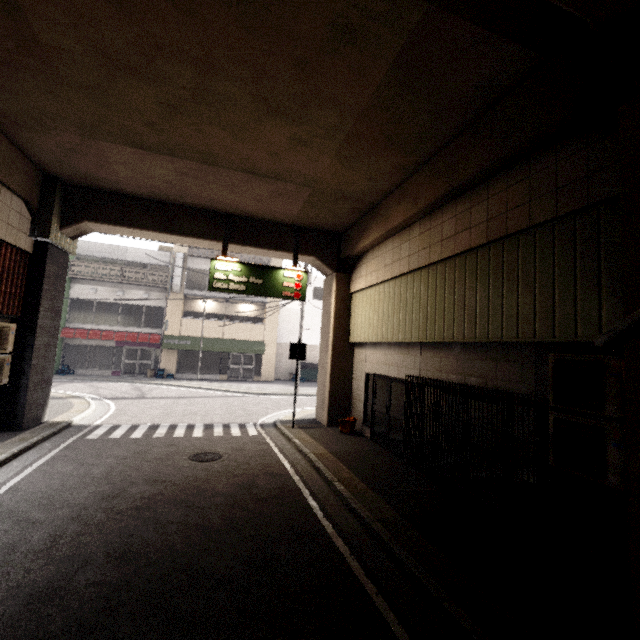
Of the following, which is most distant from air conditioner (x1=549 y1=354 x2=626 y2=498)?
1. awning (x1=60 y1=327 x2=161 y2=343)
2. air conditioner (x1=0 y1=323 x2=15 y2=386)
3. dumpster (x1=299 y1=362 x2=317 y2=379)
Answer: awning (x1=60 y1=327 x2=161 y2=343)

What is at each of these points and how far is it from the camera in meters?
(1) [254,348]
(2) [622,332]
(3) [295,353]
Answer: (1) awning, 24.0 m
(2) cctv camera, 3.0 m
(3) sign, 11.0 m

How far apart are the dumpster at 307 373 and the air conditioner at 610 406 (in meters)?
21.78

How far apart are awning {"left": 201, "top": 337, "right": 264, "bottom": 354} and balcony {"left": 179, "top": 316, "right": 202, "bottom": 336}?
0.0 meters

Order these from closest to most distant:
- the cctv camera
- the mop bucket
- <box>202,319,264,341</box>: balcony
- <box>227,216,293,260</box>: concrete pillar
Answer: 1. the cctv camera
2. the mop bucket
3. <box>227,216,293,260</box>: concrete pillar
4. <box>202,319,264,341</box>: balcony

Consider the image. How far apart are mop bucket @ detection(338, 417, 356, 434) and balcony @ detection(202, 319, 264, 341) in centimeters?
1478cm

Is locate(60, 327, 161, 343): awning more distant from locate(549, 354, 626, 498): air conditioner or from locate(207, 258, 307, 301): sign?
locate(549, 354, 626, 498): air conditioner

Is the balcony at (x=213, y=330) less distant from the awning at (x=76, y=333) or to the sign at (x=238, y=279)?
the awning at (x=76, y=333)
